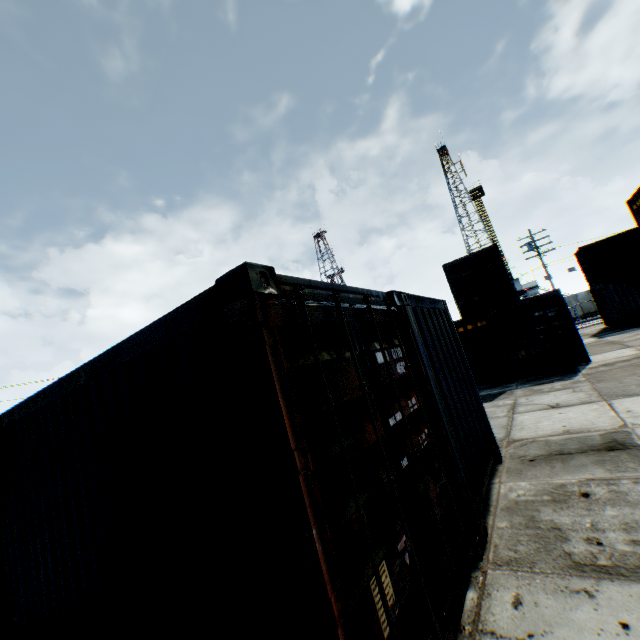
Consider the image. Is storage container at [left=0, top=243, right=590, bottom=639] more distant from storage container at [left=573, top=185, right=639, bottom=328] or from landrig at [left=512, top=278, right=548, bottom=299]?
landrig at [left=512, top=278, right=548, bottom=299]

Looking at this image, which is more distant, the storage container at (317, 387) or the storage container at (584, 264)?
the storage container at (584, 264)

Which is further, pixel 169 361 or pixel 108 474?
pixel 108 474

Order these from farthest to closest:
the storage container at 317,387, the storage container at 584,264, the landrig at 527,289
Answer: the landrig at 527,289 → the storage container at 584,264 → the storage container at 317,387

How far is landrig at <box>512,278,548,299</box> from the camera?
47.0 meters

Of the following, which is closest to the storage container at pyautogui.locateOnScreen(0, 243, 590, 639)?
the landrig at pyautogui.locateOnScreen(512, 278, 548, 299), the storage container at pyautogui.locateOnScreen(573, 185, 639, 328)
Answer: the storage container at pyautogui.locateOnScreen(573, 185, 639, 328)
